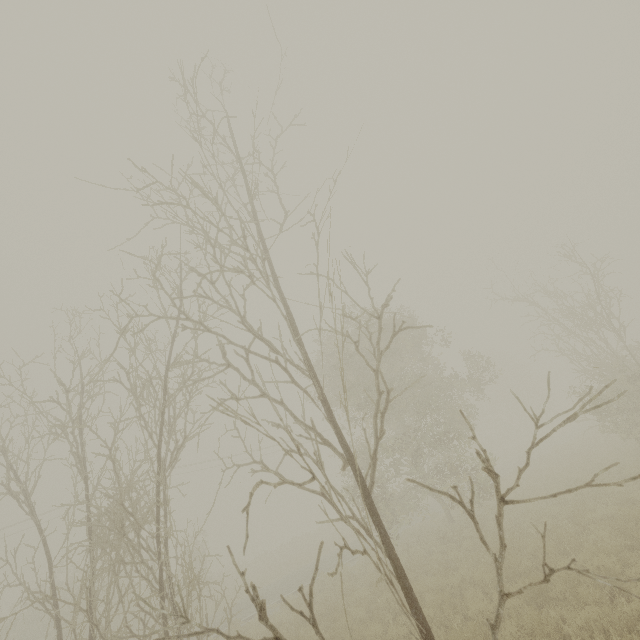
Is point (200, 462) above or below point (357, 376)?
above
